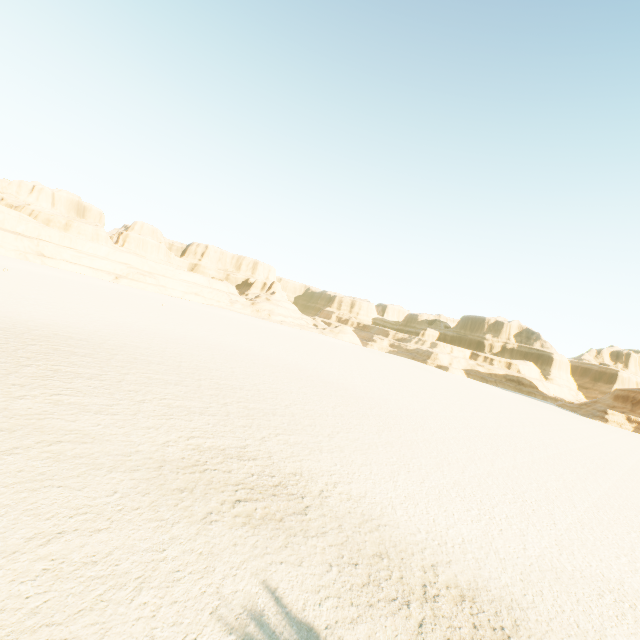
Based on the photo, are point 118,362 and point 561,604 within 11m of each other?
no
